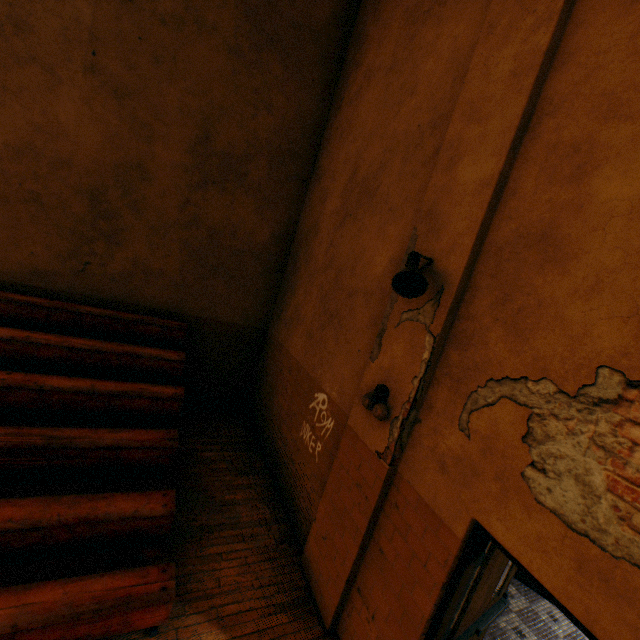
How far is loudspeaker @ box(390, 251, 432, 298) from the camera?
2.76m

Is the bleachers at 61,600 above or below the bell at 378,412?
below

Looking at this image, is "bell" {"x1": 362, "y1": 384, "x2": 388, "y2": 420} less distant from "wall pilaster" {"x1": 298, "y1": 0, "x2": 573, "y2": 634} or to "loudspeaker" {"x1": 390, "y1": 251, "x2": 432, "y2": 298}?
"wall pilaster" {"x1": 298, "y1": 0, "x2": 573, "y2": 634}

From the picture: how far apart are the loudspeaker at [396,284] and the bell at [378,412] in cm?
Result: 95

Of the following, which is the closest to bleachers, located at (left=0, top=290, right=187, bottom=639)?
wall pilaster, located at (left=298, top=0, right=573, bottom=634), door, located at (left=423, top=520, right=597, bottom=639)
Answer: wall pilaster, located at (left=298, top=0, right=573, bottom=634)

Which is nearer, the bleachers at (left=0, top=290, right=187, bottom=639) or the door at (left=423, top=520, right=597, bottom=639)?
the door at (left=423, top=520, right=597, bottom=639)

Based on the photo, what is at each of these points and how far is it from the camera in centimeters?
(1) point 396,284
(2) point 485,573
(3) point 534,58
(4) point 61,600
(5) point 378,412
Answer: (1) loudspeaker, 286cm
(2) door, 251cm
(3) wall pilaster, 248cm
(4) bleachers, 260cm
(5) bell, 310cm

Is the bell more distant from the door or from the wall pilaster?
the door
